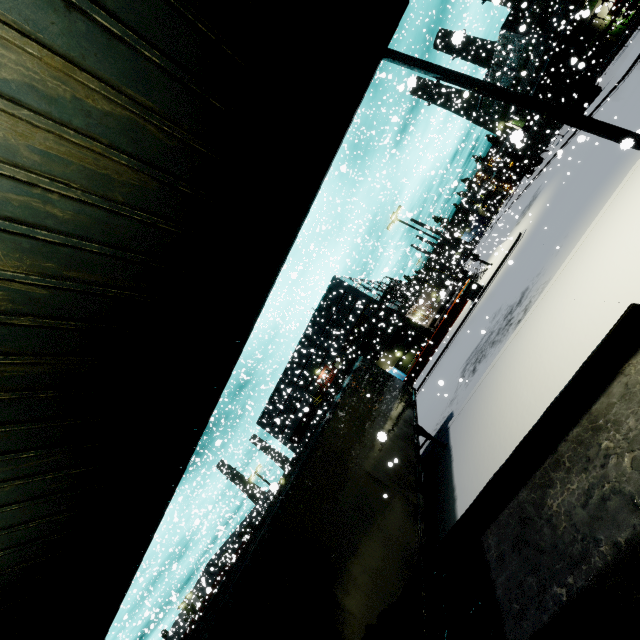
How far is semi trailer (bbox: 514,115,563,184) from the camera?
35.88m

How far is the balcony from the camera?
36.72m

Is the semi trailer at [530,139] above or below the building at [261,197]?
below

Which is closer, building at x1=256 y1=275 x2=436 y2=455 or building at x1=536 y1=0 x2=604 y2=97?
building at x1=256 y1=275 x2=436 y2=455

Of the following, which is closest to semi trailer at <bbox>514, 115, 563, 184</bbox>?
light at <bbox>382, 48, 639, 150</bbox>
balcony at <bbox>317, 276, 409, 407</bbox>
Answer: balcony at <bbox>317, 276, 409, 407</bbox>

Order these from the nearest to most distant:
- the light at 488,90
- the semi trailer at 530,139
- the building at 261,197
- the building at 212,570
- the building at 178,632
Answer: the building at 261,197 < the light at 488,90 < the building at 212,570 < the semi trailer at 530,139 < the building at 178,632

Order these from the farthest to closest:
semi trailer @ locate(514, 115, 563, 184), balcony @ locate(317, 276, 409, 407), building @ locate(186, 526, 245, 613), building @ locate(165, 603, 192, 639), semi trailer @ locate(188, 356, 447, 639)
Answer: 1. building @ locate(165, 603, 192, 639)
2. balcony @ locate(317, 276, 409, 407)
3. semi trailer @ locate(514, 115, 563, 184)
4. building @ locate(186, 526, 245, 613)
5. semi trailer @ locate(188, 356, 447, 639)

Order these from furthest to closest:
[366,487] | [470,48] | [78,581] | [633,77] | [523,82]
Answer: [523,82] < [470,48] < [633,77] < [366,487] < [78,581]
